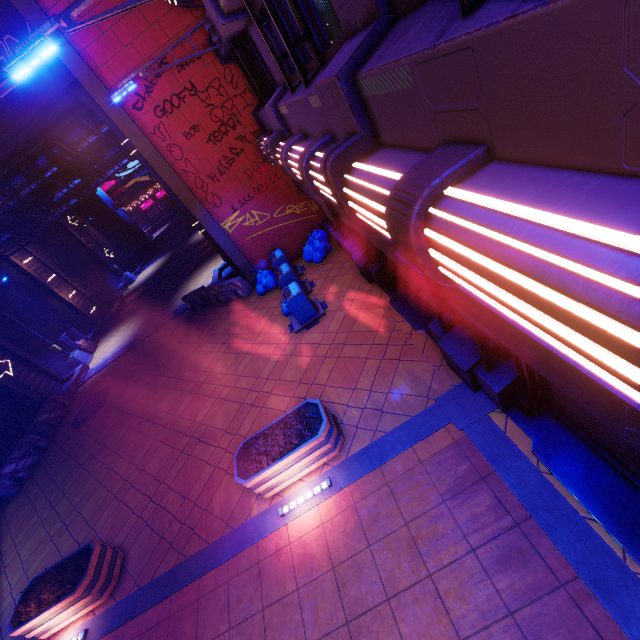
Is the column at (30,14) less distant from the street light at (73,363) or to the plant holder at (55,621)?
the plant holder at (55,621)

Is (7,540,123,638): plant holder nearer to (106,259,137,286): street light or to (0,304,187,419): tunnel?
(0,304,187,419): tunnel

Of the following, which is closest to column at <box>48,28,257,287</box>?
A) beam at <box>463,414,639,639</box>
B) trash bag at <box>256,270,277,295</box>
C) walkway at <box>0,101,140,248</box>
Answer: trash bag at <box>256,270,277,295</box>

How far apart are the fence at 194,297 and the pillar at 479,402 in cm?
1007

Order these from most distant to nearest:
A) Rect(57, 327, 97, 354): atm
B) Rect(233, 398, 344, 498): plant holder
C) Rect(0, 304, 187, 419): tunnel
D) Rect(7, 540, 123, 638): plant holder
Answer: Rect(57, 327, 97, 354): atm < Rect(0, 304, 187, 419): tunnel < Rect(7, 540, 123, 638): plant holder < Rect(233, 398, 344, 498): plant holder

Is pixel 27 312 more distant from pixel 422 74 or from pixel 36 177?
pixel 422 74

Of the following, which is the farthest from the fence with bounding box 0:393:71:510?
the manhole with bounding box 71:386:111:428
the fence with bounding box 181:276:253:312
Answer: the fence with bounding box 181:276:253:312

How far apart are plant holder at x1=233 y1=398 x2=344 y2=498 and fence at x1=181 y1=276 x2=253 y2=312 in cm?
824
